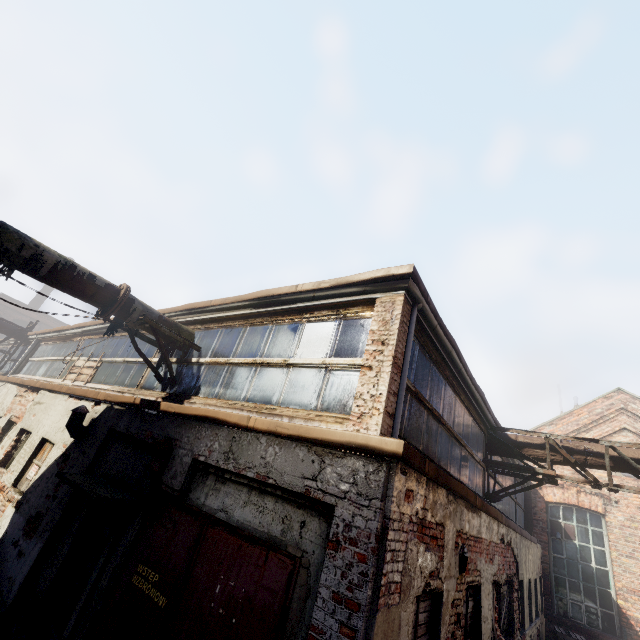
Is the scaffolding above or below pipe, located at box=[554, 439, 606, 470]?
below

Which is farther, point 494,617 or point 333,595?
point 494,617

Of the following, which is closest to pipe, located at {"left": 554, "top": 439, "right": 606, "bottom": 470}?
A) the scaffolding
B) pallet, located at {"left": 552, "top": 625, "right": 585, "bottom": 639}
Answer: the scaffolding

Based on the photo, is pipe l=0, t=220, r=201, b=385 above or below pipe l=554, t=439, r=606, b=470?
below

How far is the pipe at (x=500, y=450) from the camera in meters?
8.5 m

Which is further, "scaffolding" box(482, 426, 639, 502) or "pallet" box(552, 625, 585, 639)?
"pallet" box(552, 625, 585, 639)

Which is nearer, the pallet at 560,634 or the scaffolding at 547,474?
the scaffolding at 547,474

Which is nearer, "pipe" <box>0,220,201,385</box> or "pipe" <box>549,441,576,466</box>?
"pipe" <box>0,220,201,385</box>
